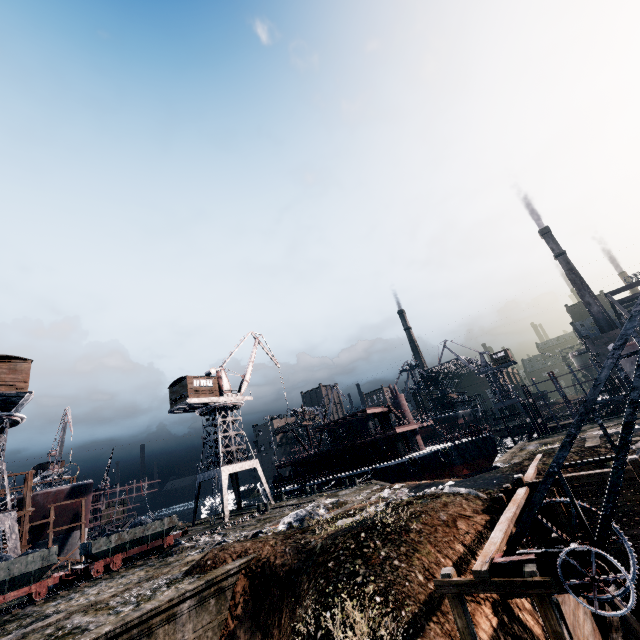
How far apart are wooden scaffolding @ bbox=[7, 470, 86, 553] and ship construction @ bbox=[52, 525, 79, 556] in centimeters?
0cm

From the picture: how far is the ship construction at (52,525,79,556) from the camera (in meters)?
35.66

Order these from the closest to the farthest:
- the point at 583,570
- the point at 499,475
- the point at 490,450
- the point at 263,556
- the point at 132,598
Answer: the point at 583,570 < the point at 132,598 < the point at 263,556 < the point at 499,475 < the point at 490,450

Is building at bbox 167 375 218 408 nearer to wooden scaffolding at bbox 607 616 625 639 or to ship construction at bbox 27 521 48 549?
ship construction at bbox 27 521 48 549

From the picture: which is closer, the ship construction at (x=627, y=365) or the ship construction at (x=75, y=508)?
the ship construction at (x=627, y=365)

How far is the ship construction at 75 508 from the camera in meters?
35.8 m

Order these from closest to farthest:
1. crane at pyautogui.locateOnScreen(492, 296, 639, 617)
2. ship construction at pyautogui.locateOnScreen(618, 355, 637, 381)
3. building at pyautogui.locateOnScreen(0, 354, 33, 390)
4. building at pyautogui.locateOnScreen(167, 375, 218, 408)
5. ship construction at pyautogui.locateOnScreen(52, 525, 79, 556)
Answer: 1. crane at pyautogui.locateOnScreen(492, 296, 639, 617)
2. building at pyautogui.locateOnScreen(0, 354, 33, 390)
3. ship construction at pyautogui.locateOnScreen(618, 355, 637, 381)
4. ship construction at pyautogui.locateOnScreen(52, 525, 79, 556)
5. building at pyautogui.locateOnScreen(167, 375, 218, 408)

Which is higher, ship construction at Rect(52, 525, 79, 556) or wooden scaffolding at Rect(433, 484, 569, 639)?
ship construction at Rect(52, 525, 79, 556)
